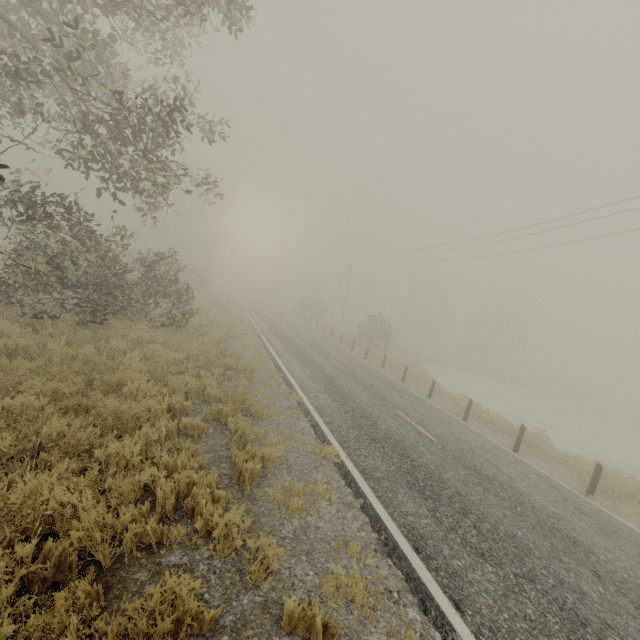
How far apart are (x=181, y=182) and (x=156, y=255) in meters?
35.0

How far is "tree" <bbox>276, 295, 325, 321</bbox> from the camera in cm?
4559

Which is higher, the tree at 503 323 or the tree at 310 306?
the tree at 503 323

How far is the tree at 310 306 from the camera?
45.6 meters

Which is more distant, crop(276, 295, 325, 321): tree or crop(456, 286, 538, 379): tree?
crop(456, 286, 538, 379): tree

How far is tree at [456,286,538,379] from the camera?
52.8 meters

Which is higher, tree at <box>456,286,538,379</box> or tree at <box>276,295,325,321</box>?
tree at <box>456,286,538,379</box>
